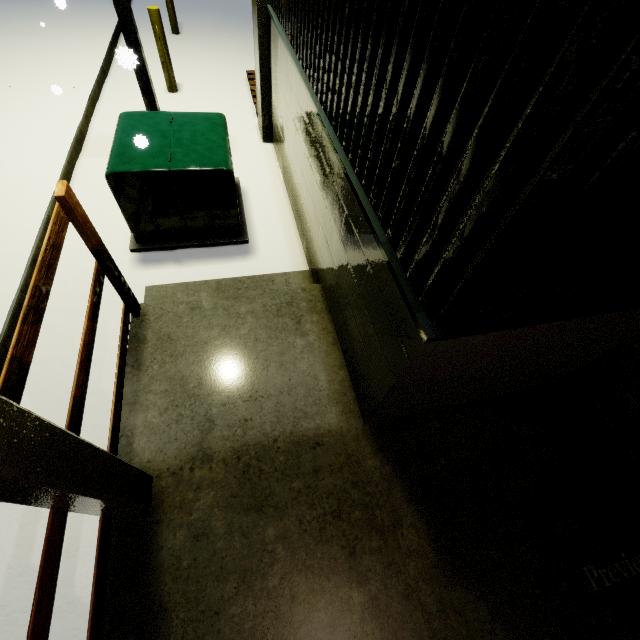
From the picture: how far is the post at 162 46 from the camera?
5.80m

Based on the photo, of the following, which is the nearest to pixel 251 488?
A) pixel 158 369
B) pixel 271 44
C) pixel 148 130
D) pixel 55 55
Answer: pixel 158 369

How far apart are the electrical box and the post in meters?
3.3 m

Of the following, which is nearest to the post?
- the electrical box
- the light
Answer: the light

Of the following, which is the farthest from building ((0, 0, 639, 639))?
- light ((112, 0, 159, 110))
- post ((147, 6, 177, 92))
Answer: post ((147, 6, 177, 92))

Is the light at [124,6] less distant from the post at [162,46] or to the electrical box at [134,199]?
the electrical box at [134,199]

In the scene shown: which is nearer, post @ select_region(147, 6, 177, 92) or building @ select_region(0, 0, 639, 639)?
building @ select_region(0, 0, 639, 639)

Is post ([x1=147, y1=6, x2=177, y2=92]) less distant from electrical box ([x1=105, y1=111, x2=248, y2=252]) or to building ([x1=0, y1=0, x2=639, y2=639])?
building ([x1=0, y1=0, x2=639, y2=639])
